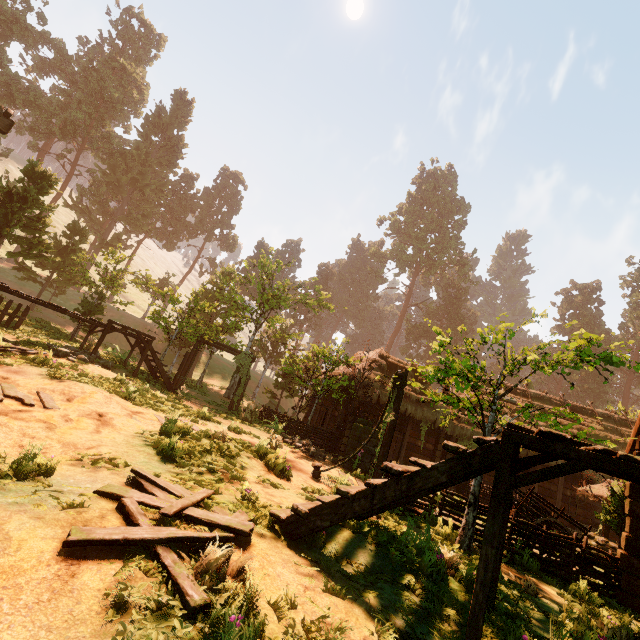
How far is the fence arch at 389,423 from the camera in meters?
8.7 m

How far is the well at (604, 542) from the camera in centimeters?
1118cm

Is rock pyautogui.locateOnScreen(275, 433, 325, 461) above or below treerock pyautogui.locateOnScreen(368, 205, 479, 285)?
below

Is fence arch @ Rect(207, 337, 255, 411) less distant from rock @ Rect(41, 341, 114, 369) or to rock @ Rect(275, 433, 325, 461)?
rock @ Rect(41, 341, 114, 369)

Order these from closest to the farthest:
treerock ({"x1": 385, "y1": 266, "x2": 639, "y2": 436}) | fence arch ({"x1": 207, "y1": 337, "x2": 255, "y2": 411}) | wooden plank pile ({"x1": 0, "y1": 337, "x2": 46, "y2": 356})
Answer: treerock ({"x1": 385, "y1": 266, "x2": 639, "y2": 436})
wooden plank pile ({"x1": 0, "y1": 337, "x2": 46, "y2": 356})
fence arch ({"x1": 207, "y1": 337, "x2": 255, "y2": 411})

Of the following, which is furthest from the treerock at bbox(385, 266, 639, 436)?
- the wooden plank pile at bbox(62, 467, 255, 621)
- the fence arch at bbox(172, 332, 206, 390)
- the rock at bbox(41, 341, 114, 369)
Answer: the wooden plank pile at bbox(62, 467, 255, 621)

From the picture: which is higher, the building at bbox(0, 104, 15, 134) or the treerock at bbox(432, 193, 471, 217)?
the treerock at bbox(432, 193, 471, 217)

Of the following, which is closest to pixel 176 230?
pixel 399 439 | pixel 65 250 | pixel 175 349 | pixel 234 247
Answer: pixel 234 247
